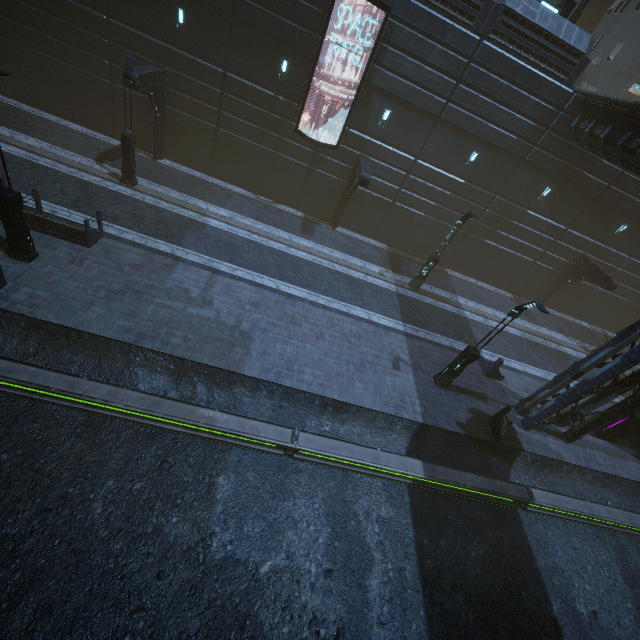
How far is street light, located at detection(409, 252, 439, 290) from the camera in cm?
1902

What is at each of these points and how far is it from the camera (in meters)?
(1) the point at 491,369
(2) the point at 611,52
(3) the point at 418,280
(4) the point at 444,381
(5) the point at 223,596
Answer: (1) barrier, 16.41
(2) building, 26.70
(3) street light, 20.02
(4) street light, 14.59
(5) train rail, 8.02

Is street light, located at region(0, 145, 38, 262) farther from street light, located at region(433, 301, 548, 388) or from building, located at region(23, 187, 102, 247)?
street light, located at region(433, 301, 548, 388)

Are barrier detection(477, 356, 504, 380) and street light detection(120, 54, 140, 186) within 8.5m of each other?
no

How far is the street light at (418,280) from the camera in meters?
19.0 m

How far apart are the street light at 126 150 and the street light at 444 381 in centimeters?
1825cm

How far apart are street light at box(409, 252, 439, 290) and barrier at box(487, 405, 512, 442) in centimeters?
880cm

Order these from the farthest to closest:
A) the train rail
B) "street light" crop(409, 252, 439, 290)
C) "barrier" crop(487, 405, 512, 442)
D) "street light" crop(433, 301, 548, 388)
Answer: "street light" crop(409, 252, 439, 290) < "barrier" crop(487, 405, 512, 442) < "street light" crop(433, 301, 548, 388) < the train rail
